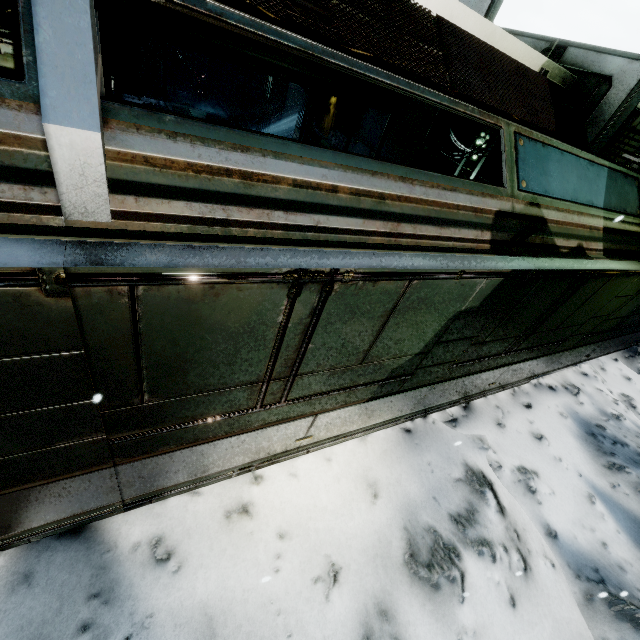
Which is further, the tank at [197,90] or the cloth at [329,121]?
the tank at [197,90]

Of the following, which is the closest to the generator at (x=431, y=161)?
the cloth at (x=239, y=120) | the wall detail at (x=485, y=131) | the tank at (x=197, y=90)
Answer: the wall detail at (x=485, y=131)

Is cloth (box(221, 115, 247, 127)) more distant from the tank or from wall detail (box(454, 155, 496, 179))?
wall detail (box(454, 155, 496, 179))

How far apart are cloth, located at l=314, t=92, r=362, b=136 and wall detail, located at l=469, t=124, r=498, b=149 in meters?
4.9

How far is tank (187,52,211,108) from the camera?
17.6m

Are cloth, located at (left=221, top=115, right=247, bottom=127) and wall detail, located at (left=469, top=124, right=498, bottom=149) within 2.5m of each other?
no

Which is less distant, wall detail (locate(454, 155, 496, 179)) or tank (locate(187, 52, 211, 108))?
wall detail (locate(454, 155, 496, 179))

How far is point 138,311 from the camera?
1.6m
